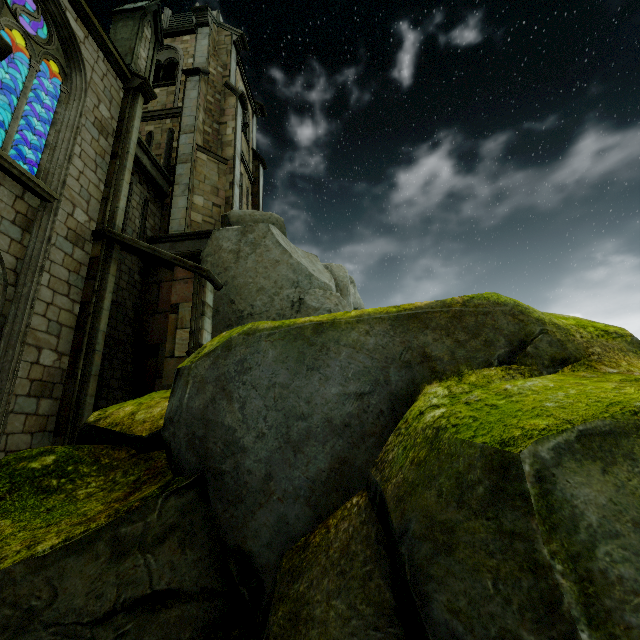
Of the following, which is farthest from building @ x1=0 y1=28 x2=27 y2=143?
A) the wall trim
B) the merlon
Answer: the wall trim

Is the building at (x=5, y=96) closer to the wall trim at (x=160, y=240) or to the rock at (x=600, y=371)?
the rock at (x=600, y=371)

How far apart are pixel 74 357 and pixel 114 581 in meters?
7.4 m

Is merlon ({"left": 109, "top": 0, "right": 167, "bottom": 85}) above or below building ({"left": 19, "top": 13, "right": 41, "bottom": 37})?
above

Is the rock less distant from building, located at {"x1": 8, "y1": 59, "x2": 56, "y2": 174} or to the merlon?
building, located at {"x1": 8, "y1": 59, "x2": 56, "y2": 174}

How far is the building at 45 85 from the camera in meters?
10.1

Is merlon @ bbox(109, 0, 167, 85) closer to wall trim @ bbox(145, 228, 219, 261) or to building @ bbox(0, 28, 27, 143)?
building @ bbox(0, 28, 27, 143)
